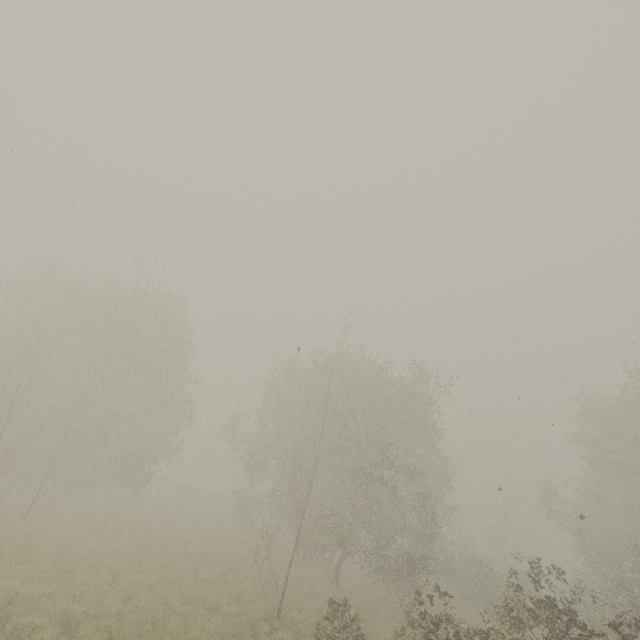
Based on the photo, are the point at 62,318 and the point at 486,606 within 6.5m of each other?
no
